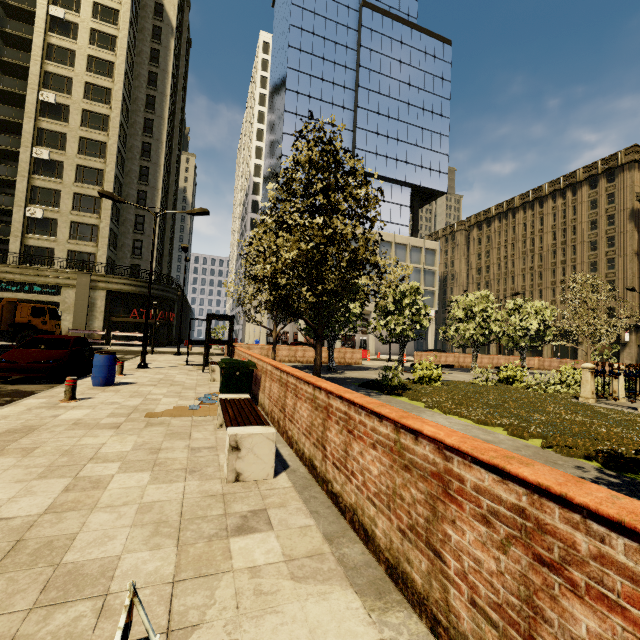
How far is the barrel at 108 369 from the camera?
9.8 meters

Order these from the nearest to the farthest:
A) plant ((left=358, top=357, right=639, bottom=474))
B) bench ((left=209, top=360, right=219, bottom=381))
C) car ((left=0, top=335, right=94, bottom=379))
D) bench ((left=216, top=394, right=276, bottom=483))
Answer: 1. bench ((left=216, top=394, right=276, bottom=483))
2. plant ((left=358, top=357, right=639, bottom=474))
3. car ((left=0, top=335, right=94, bottom=379))
4. bench ((left=209, top=360, right=219, bottom=381))

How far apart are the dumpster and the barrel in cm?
362

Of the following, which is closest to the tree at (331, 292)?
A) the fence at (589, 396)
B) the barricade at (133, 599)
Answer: the fence at (589, 396)

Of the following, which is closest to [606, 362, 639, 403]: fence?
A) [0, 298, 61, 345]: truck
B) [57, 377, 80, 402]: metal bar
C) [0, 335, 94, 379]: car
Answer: [57, 377, 80, 402]: metal bar

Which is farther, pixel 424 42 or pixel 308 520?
pixel 424 42

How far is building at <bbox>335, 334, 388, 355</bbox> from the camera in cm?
4278

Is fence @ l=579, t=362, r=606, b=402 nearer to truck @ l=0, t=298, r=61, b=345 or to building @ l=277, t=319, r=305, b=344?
building @ l=277, t=319, r=305, b=344
